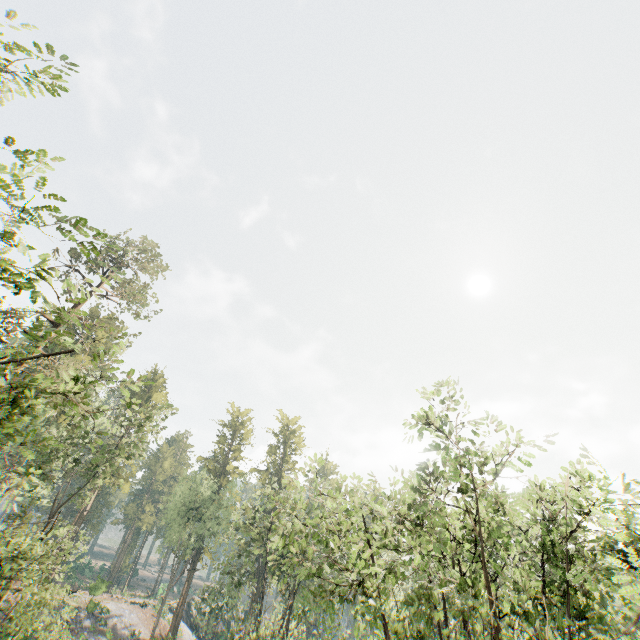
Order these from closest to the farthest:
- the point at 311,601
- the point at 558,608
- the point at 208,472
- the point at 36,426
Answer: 1. the point at 36,426
2. the point at 558,608
3. the point at 311,601
4. the point at 208,472

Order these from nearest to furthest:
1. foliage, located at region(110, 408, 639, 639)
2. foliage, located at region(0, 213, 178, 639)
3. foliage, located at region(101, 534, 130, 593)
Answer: foliage, located at region(0, 213, 178, 639) < foliage, located at region(110, 408, 639, 639) < foliage, located at region(101, 534, 130, 593)

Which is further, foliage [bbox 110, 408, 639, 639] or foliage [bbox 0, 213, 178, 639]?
foliage [bbox 110, 408, 639, 639]

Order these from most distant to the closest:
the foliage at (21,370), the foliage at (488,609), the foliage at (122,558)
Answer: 1. the foliage at (122,558)
2. the foliage at (488,609)
3. the foliage at (21,370)

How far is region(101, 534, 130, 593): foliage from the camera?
38.53m

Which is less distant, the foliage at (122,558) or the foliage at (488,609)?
the foliage at (488,609)
